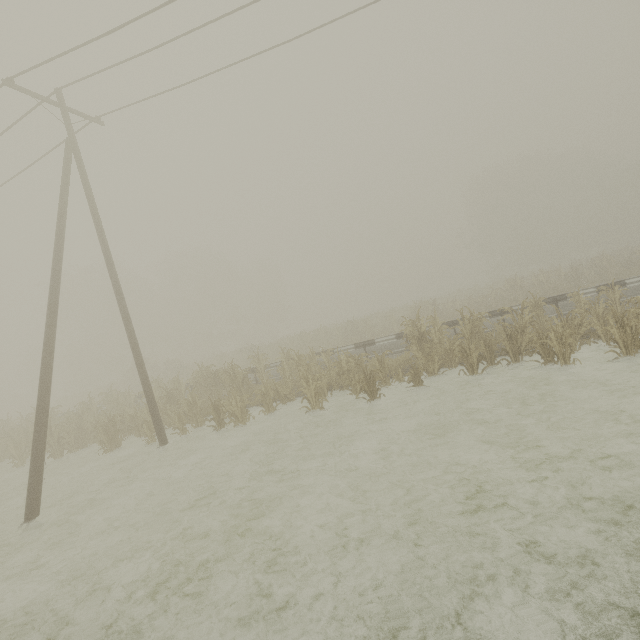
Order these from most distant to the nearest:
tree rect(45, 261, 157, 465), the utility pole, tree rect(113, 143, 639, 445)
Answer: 1. tree rect(45, 261, 157, 465)
2. tree rect(113, 143, 639, 445)
3. the utility pole

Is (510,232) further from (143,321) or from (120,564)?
(120,564)

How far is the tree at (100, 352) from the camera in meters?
13.3

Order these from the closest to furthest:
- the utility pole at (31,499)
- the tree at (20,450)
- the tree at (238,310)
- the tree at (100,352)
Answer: the utility pole at (31,499), the tree at (238,310), the tree at (100,352), the tree at (20,450)

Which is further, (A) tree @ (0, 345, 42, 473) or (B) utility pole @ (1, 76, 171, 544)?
(A) tree @ (0, 345, 42, 473)

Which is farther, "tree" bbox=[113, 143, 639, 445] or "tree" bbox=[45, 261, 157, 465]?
"tree" bbox=[45, 261, 157, 465]

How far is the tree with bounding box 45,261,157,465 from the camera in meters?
13.3
